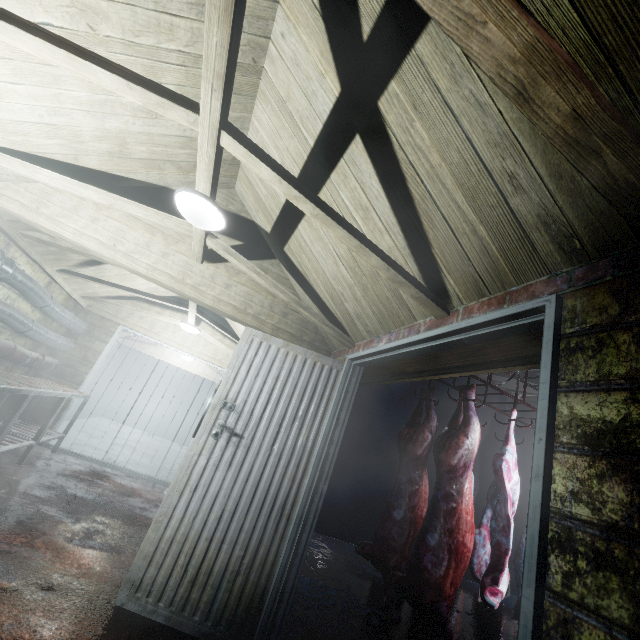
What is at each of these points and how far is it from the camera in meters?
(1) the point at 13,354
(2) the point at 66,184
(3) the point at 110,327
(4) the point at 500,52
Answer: (1) pipe, 3.6
(2) beam, 2.1
(3) door, 5.2
(4) beam, 0.8

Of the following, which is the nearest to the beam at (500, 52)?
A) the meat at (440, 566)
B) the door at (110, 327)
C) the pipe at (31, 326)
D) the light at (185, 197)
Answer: the light at (185, 197)

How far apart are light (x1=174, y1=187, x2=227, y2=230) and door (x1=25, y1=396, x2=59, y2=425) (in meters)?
4.07

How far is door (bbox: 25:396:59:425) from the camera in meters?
4.6

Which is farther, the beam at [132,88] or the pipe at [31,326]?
the pipe at [31,326]

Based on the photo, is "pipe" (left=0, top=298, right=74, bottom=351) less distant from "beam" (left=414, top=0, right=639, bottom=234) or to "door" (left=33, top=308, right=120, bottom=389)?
"door" (left=33, top=308, right=120, bottom=389)

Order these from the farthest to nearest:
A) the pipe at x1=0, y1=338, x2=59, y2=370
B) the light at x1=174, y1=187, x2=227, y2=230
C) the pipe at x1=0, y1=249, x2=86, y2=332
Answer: the pipe at x1=0, y1=338, x2=59, y2=370
the pipe at x1=0, y1=249, x2=86, y2=332
the light at x1=174, y1=187, x2=227, y2=230

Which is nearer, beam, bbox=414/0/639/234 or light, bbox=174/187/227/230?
beam, bbox=414/0/639/234
